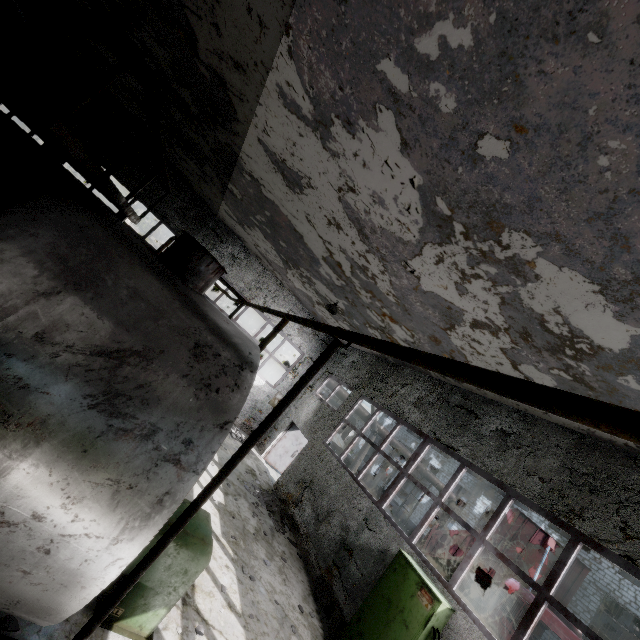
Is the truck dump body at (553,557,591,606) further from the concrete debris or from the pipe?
the concrete debris

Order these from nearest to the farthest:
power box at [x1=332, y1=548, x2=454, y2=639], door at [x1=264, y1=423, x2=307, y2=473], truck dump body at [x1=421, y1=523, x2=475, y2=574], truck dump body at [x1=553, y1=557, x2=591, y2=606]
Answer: power box at [x1=332, y1=548, x2=454, y2=639], truck dump body at [x1=553, y1=557, x2=591, y2=606], truck dump body at [x1=421, y1=523, x2=475, y2=574], door at [x1=264, y1=423, x2=307, y2=473]

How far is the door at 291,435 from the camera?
15.27m

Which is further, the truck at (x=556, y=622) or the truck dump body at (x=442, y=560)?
the truck dump body at (x=442, y=560)

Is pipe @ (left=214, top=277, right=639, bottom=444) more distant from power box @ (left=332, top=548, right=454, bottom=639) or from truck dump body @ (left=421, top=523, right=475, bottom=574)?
power box @ (left=332, top=548, right=454, bottom=639)

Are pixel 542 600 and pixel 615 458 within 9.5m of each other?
yes

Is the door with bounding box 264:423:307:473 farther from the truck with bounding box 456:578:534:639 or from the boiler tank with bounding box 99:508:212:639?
the boiler tank with bounding box 99:508:212:639

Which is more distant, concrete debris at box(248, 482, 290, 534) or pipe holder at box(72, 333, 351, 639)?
concrete debris at box(248, 482, 290, 534)
